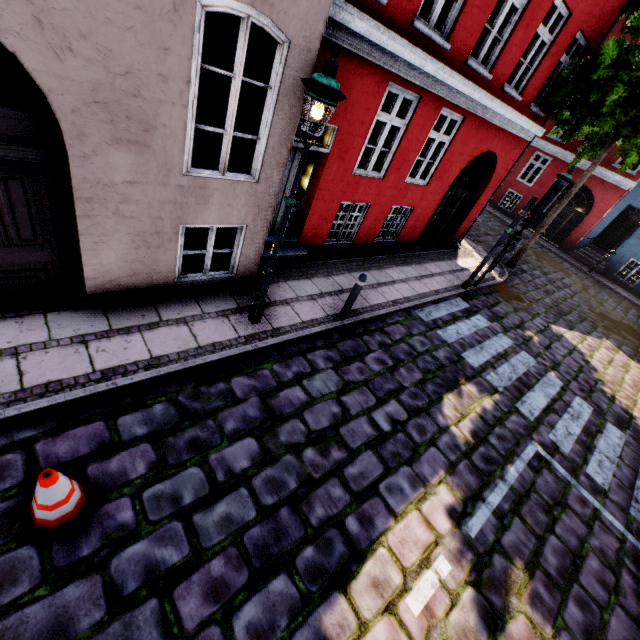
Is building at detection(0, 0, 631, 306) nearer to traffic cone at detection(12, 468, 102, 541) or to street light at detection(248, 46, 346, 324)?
street light at detection(248, 46, 346, 324)

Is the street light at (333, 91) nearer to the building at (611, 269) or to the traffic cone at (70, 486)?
the building at (611, 269)

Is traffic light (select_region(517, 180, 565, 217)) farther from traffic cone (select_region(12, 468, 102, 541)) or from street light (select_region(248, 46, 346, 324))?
traffic cone (select_region(12, 468, 102, 541))

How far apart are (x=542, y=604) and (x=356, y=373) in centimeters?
376cm

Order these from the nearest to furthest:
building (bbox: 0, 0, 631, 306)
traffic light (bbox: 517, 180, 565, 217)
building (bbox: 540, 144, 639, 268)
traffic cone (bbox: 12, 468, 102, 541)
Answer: traffic cone (bbox: 12, 468, 102, 541) < building (bbox: 0, 0, 631, 306) < traffic light (bbox: 517, 180, 565, 217) < building (bbox: 540, 144, 639, 268)

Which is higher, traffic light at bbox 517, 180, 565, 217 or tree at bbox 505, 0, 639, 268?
tree at bbox 505, 0, 639, 268

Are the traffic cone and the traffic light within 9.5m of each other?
no

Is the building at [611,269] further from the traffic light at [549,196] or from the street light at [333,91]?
the traffic light at [549,196]
